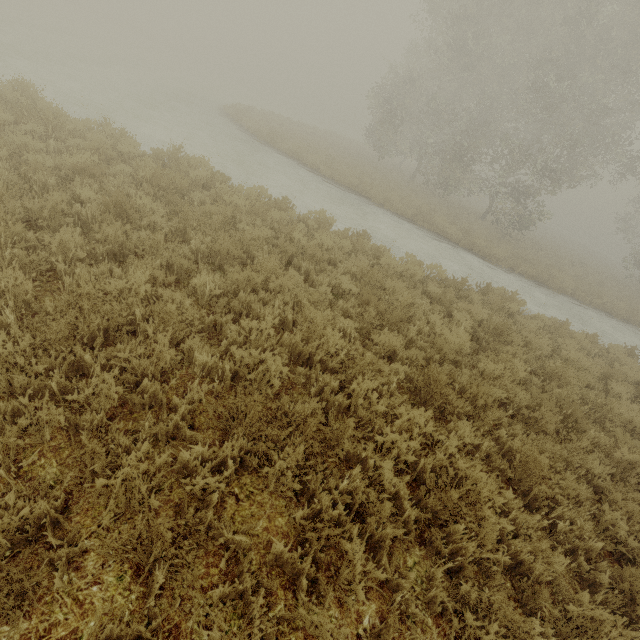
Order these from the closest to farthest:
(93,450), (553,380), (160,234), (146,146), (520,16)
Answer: (93,450) < (160,234) < (553,380) < (146,146) < (520,16)
